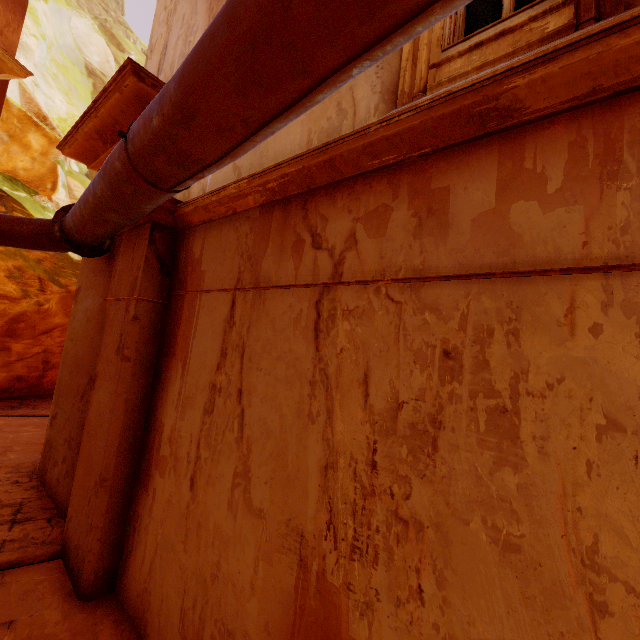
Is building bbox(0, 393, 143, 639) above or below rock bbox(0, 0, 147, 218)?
below

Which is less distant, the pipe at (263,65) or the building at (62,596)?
the pipe at (263,65)

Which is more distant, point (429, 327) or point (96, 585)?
point (96, 585)

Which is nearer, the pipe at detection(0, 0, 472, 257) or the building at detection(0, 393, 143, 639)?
the pipe at detection(0, 0, 472, 257)

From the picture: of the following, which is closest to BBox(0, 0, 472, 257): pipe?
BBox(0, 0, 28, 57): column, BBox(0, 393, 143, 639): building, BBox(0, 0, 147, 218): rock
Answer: BBox(0, 393, 143, 639): building

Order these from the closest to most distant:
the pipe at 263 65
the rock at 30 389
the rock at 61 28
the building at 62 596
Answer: the pipe at 263 65, the building at 62 596, the rock at 30 389, the rock at 61 28

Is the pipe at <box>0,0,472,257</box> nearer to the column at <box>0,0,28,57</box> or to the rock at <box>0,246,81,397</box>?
the column at <box>0,0,28,57</box>

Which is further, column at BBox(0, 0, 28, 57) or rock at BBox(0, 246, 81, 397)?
rock at BBox(0, 246, 81, 397)
